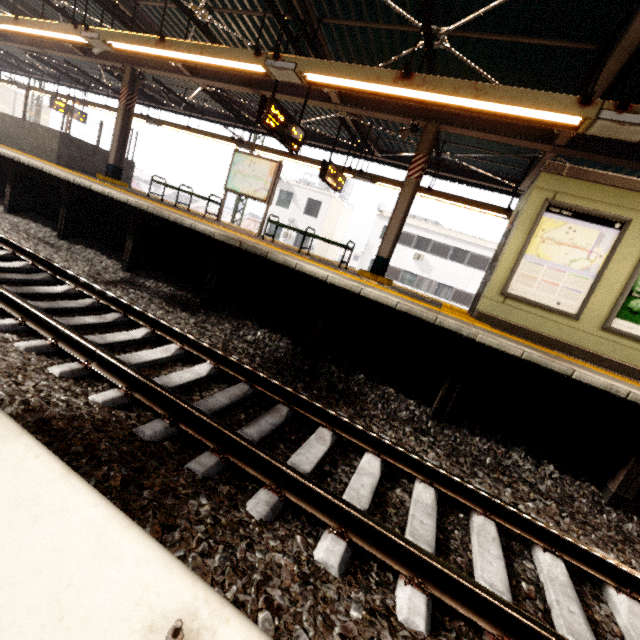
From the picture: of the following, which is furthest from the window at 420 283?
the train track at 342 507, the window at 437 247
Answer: the train track at 342 507

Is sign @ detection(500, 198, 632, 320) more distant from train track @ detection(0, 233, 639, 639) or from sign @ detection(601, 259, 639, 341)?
train track @ detection(0, 233, 639, 639)

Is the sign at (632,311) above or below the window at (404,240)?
below

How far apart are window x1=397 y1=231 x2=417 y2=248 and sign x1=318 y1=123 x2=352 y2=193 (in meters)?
17.69

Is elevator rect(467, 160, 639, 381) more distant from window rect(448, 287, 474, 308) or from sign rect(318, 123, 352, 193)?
window rect(448, 287, 474, 308)

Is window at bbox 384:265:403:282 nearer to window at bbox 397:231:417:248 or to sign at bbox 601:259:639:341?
window at bbox 397:231:417:248

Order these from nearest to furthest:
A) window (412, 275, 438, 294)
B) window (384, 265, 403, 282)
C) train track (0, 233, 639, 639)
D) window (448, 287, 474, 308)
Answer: train track (0, 233, 639, 639)
window (448, 287, 474, 308)
window (412, 275, 438, 294)
window (384, 265, 403, 282)

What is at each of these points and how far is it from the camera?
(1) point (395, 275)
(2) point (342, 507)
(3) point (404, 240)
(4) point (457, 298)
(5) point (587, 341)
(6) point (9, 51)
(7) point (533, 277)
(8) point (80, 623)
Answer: (1) window, 27.4m
(2) train track, 2.0m
(3) window, 26.9m
(4) window, 25.7m
(5) elevator, 5.5m
(6) awning structure, 16.1m
(7) sign, 5.8m
(8) electrical rail conduit, 0.8m
